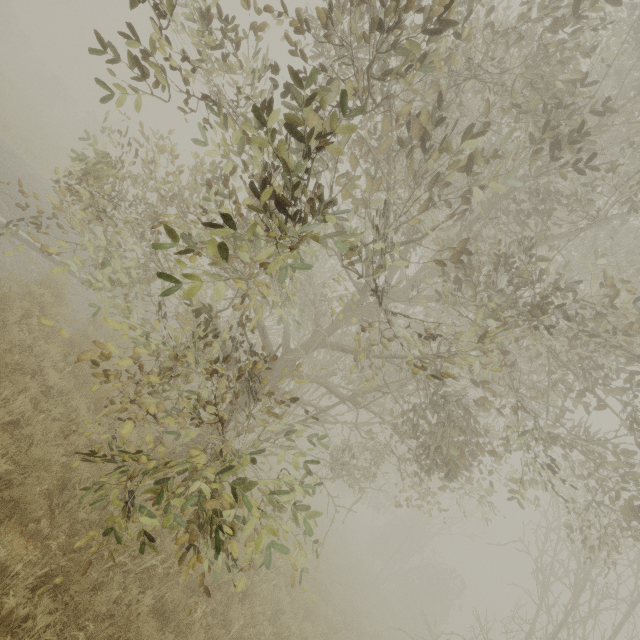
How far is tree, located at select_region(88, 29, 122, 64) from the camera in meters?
3.0

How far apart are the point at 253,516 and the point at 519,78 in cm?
582

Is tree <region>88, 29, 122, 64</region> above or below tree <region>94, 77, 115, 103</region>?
above

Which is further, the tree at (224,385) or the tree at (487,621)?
the tree at (487,621)

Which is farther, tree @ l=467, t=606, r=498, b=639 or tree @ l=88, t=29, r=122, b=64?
tree @ l=467, t=606, r=498, b=639

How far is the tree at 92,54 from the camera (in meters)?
3.04

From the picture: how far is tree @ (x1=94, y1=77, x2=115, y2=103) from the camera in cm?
321

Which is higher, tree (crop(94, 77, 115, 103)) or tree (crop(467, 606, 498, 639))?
tree (crop(467, 606, 498, 639))
